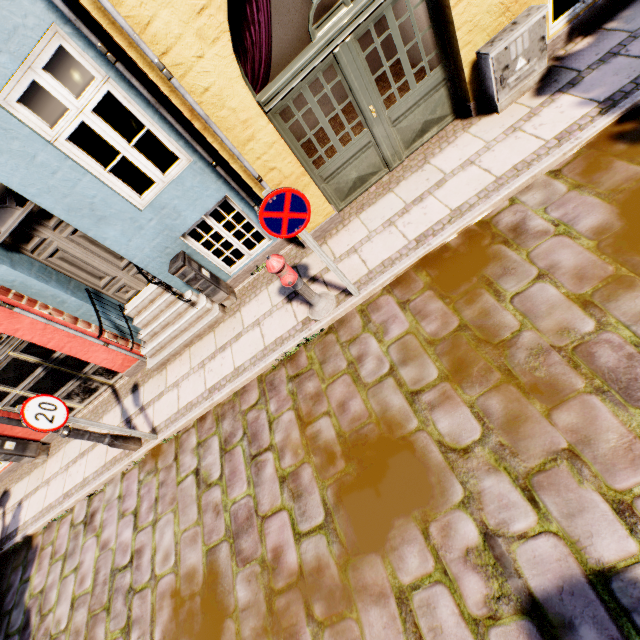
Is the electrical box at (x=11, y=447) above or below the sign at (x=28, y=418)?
below

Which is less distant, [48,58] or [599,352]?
[599,352]

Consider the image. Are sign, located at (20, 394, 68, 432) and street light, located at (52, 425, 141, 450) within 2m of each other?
yes

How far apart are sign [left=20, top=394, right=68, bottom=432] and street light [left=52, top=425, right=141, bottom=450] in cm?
46

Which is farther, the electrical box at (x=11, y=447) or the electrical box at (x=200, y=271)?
the electrical box at (x=11, y=447)

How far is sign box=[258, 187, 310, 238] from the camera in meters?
3.1

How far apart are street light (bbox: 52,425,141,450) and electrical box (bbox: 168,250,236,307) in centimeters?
277cm

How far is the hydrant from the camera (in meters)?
3.91
